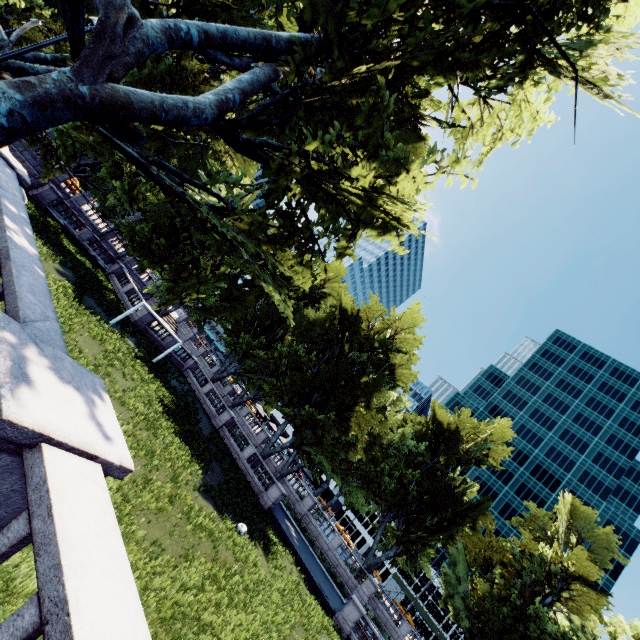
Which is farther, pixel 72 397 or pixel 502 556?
pixel 502 556
